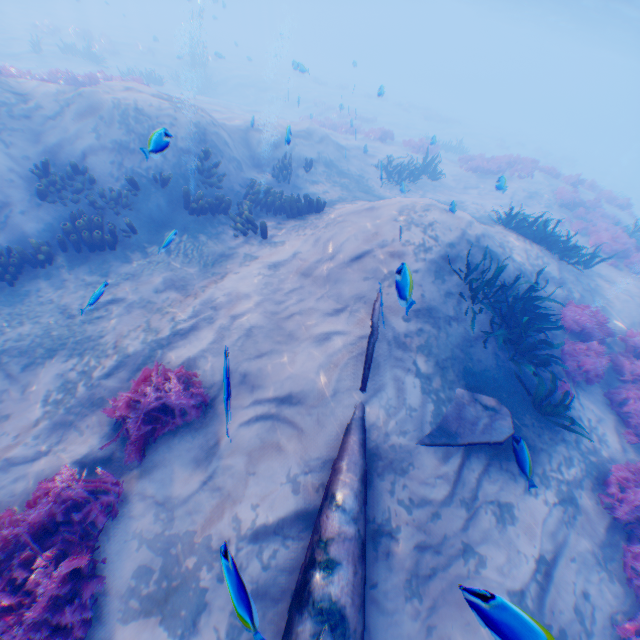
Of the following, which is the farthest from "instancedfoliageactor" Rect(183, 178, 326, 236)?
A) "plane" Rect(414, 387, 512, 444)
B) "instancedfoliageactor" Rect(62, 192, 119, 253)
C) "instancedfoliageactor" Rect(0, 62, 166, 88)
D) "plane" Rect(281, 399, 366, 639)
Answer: "instancedfoliageactor" Rect(0, 62, 166, 88)

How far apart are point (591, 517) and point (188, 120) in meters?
13.7 m

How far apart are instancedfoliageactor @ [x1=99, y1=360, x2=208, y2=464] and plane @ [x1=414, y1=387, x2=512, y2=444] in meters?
3.4 m

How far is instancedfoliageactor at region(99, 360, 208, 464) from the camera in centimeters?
495cm

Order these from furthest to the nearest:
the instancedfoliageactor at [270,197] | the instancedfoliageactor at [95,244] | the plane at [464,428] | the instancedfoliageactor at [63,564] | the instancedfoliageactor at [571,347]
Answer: the instancedfoliageactor at [270,197] → the instancedfoliageactor at [95,244] → the instancedfoliageactor at [571,347] → the plane at [464,428] → the instancedfoliageactor at [63,564]

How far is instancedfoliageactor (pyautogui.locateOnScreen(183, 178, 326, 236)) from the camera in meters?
9.0

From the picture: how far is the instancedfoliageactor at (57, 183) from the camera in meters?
7.7 m

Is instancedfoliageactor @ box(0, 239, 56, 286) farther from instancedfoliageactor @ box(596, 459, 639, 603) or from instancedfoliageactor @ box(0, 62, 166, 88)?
instancedfoliageactor @ box(0, 62, 166, 88)
